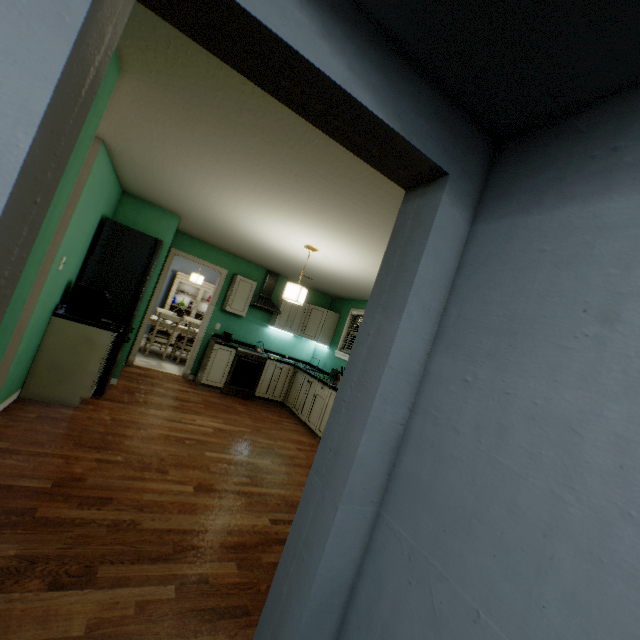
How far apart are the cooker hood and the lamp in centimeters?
229cm

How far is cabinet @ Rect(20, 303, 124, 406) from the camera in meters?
3.2

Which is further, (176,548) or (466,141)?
(176,548)

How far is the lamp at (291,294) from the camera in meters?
3.7 m

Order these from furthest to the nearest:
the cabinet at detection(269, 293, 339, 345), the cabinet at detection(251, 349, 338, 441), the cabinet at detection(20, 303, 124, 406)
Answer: the cabinet at detection(269, 293, 339, 345) → the cabinet at detection(251, 349, 338, 441) → the cabinet at detection(20, 303, 124, 406)

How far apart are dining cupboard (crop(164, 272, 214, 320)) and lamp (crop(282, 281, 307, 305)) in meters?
5.9

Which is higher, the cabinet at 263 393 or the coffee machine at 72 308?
the coffee machine at 72 308

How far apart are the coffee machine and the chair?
3.06m
